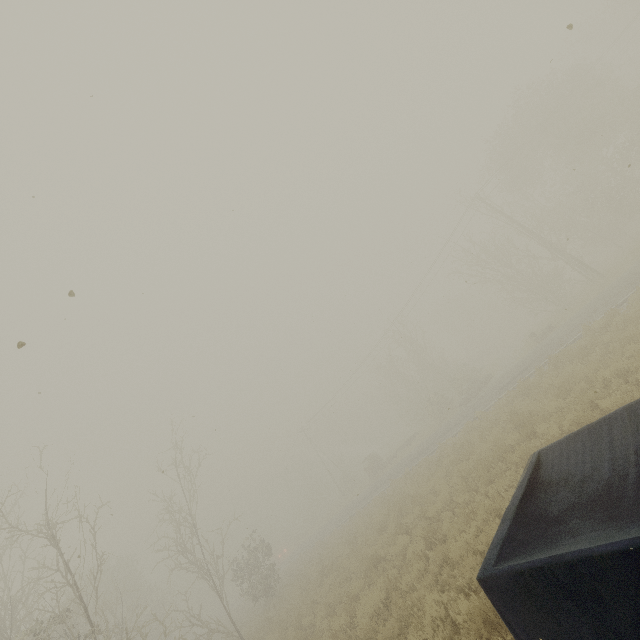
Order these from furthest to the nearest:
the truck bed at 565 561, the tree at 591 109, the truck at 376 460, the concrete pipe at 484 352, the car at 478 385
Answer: the concrete pipe at 484 352
the truck at 376 460
the car at 478 385
the tree at 591 109
the truck bed at 565 561

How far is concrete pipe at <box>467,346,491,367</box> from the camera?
51.59m

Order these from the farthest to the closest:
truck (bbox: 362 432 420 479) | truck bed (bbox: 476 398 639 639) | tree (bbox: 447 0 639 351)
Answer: truck (bbox: 362 432 420 479) < tree (bbox: 447 0 639 351) < truck bed (bbox: 476 398 639 639)

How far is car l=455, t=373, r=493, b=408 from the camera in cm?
2905

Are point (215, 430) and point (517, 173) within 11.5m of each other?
no

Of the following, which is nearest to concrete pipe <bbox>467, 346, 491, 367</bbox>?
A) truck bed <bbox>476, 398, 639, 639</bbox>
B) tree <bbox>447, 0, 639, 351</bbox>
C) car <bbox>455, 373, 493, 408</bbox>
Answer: car <bbox>455, 373, 493, 408</bbox>

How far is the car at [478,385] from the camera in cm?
2905

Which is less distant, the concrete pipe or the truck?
the truck
